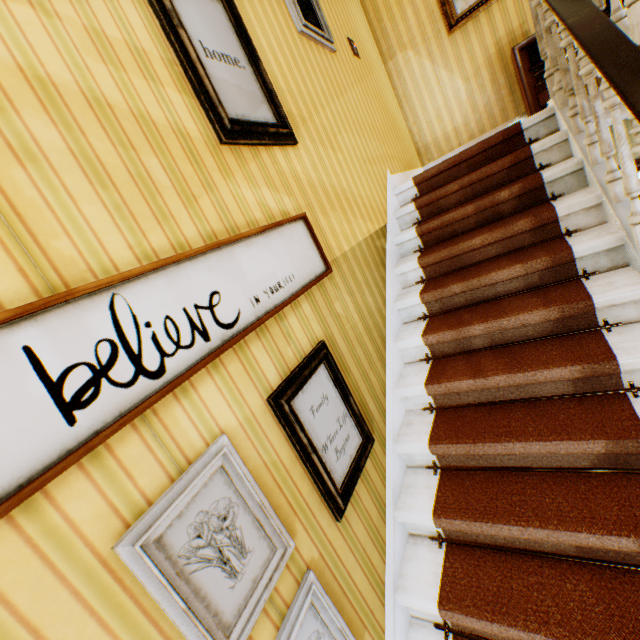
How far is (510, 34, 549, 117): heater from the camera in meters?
4.0

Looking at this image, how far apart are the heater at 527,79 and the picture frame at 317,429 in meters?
4.6

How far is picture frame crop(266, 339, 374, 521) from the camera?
1.52m

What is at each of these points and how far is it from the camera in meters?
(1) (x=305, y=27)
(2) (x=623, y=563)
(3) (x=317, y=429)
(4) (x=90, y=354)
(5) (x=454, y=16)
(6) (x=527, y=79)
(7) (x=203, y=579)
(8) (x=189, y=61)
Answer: (1) picture frame, 2.8 m
(2) building, 1.5 m
(3) picture frame, 1.7 m
(4) picture frame, 0.9 m
(5) painting, 4.5 m
(6) heater, 4.1 m
(7) picture frame, 1.0 m
(8) picture frame, 1.6 m

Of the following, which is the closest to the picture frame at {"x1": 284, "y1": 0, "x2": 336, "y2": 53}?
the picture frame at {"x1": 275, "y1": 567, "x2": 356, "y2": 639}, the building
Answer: the building

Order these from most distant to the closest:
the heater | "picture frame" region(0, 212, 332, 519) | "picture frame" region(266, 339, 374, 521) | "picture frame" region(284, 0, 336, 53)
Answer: the heater → "picture frame" region(284, 0, 336, 53) → "picture frame" region(266, 339, 374, 521) → "picture frame" region(0, 212, 332, 519)

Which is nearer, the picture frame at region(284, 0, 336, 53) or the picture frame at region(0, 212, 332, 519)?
the picture frame at region(0, 212, 332, 519)

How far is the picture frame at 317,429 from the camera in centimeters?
152cm
